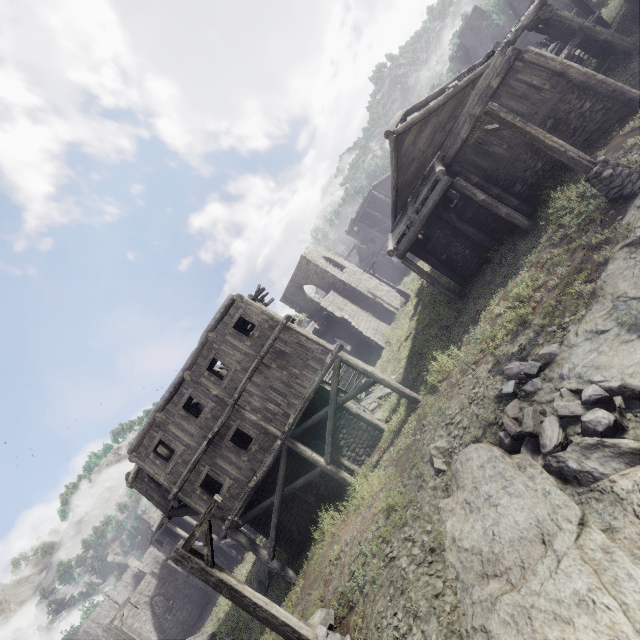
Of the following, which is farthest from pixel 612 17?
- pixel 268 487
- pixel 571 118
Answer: pixel 268 487

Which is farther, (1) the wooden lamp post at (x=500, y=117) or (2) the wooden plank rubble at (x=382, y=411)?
(2) the wooden plank rubble at (x=382, y=411)

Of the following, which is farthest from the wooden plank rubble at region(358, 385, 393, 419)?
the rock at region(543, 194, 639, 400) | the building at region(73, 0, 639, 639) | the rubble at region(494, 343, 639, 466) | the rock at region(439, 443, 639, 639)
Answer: the rock at region(543, 194, 639, 400)

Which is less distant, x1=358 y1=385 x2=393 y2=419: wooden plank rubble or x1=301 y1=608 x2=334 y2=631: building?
x1=301 y1=608 x2=334 y2=631: building

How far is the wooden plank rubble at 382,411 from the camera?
18.6 meters

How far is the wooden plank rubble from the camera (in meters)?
18.62

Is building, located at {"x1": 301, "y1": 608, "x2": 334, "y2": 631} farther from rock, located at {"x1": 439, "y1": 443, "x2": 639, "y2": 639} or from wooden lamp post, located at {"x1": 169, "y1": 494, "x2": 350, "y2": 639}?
wooden lamp post, located at {"x1": 169, "y1": 494, "x2": 350, "y2": 639}

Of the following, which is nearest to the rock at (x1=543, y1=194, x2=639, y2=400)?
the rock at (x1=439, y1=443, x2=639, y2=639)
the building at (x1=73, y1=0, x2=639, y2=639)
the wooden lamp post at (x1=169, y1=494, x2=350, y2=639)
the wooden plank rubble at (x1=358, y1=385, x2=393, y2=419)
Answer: the rock at (x1=439, y1=443, x2=639, y2=639)
